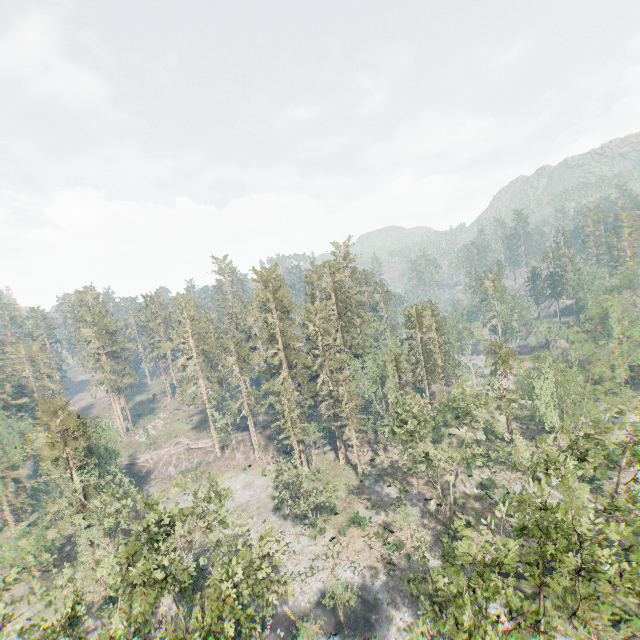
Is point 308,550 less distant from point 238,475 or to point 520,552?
point 238,475

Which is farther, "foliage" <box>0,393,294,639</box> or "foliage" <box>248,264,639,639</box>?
"foliage" <box>0,393,294,639</box>

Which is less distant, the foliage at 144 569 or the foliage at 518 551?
the foliage at 518 551
